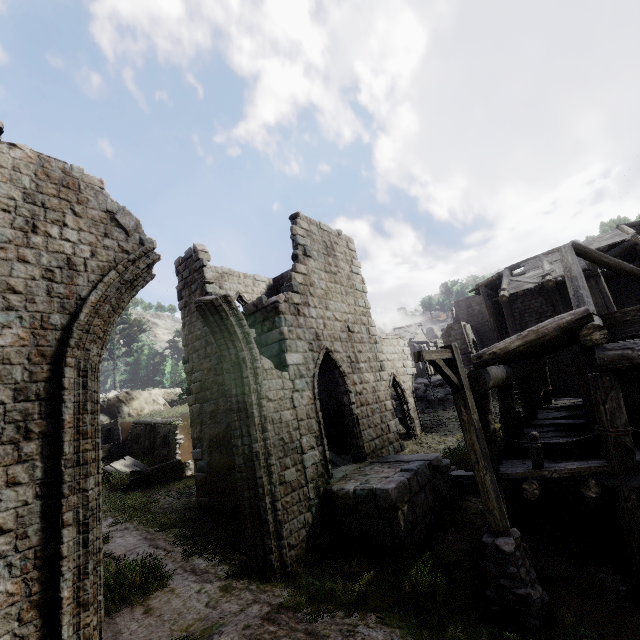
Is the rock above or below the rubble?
above

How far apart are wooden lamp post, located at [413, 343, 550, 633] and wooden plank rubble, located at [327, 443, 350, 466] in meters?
5.4

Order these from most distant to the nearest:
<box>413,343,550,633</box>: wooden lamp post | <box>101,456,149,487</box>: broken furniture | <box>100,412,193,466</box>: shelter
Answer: <box>100,412,193,466</box>: shelter, <box>101,456,149,487</box>: broken furniture, <box>413,343,550,633</box>: wooden lamp post

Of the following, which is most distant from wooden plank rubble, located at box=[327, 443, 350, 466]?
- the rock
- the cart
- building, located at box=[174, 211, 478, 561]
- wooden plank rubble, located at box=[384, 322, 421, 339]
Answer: wooden plank rubble, located at box=[384, 322, 421, 339]

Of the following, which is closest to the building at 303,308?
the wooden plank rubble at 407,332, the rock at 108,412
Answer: the rock at 108,412

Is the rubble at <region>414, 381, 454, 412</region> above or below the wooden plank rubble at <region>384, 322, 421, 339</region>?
below

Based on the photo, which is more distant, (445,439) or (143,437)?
(143,437)

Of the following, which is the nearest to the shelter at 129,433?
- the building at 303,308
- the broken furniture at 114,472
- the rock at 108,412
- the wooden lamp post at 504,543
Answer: the broken furniture at 114,472
